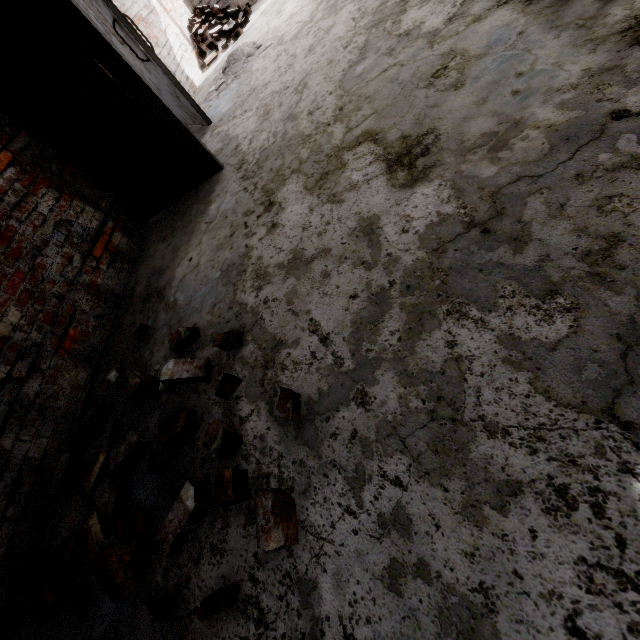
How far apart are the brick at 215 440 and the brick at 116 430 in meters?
0.5

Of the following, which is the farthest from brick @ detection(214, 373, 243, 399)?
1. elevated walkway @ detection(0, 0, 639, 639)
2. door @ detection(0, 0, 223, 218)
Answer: door @ detection(0, 0, 223, 218)

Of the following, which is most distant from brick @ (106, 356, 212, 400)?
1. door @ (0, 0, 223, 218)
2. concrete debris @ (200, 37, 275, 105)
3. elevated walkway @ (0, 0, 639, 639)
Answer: concrete debris @ (200, 37, 275, 105)

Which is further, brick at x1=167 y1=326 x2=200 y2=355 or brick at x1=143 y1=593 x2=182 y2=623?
brick at x1=167 y1=326 x2=200 y2=355

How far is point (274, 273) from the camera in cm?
204

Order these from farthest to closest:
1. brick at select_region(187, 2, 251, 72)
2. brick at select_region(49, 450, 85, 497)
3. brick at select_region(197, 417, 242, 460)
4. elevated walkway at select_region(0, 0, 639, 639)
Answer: brick at select_region(187, 2, 251, 72)
brick at select_region(49, 450, 85, 497)
brick at select_region(197, 417, 242, 460)
elevated walkway at select_region(0, 0, 639, 639)

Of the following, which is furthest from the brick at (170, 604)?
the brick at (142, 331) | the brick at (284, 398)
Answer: the brick at (142, 331)

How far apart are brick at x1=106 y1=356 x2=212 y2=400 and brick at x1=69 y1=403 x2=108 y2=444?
0.7 meters
